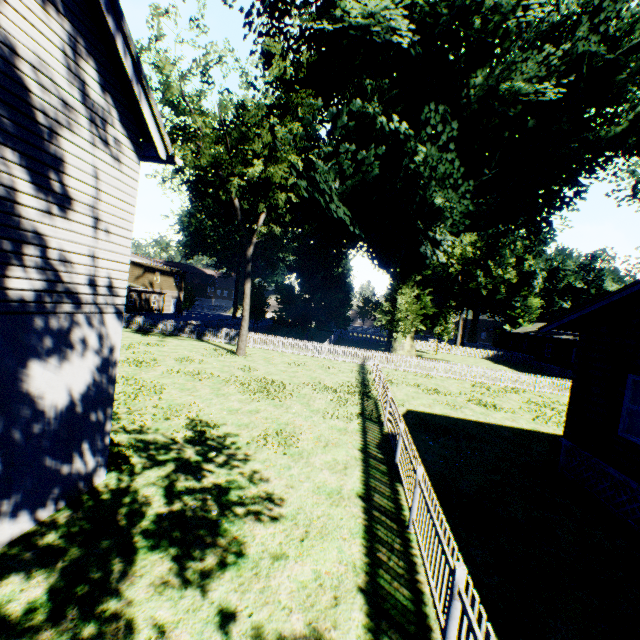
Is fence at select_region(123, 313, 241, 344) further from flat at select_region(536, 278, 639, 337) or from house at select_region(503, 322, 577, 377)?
flat at select_region(536, 278, 639, 337)

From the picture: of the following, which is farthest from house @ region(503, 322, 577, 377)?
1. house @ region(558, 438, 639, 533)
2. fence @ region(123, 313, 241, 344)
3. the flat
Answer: house @ region(558, 438, 639, 533)

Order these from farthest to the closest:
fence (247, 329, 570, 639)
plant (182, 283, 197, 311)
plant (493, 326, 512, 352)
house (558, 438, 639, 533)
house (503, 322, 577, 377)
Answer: plant (182, 283, 197, 311) → plant (493, 326, 512, 352) → house (503, 322, 577, 377) → house (558, 438, 639, 533) → fence (247, 329, 570, 639)

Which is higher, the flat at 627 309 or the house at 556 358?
the flat at 627 309

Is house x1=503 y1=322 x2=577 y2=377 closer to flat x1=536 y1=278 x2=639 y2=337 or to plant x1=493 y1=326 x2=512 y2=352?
plant x1=493 y1=326 x2=512 y2=352

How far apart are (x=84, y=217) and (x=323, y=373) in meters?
16.5 m

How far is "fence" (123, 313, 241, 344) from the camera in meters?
27.2

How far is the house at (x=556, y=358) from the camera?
35.12m
